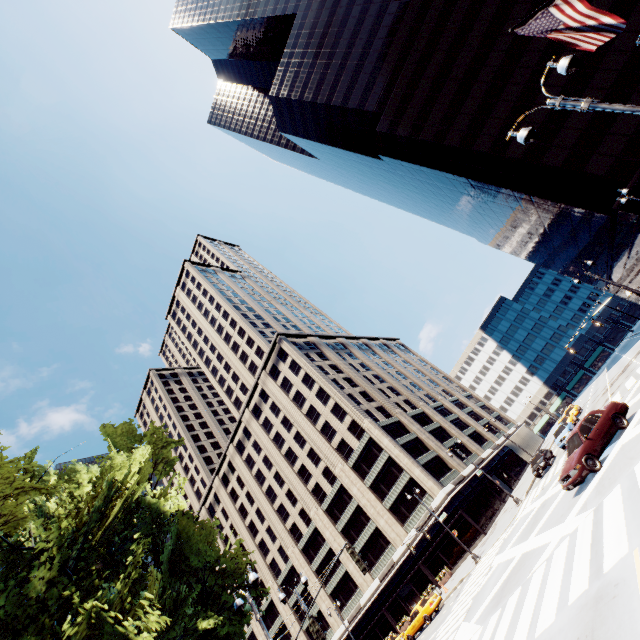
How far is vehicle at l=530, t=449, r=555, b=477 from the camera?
30.3 meters

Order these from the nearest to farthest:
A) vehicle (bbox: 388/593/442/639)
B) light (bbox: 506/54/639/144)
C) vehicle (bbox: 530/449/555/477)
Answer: light (bbox: 506/54/639/144) < vehicle (bbox: 388/593/442/639) < vehicle (bbox: 530/449/555/477)

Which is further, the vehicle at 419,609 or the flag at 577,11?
the vehicle at 419,609

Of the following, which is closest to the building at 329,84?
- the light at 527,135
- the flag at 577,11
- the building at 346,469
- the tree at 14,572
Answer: the light at 527,135

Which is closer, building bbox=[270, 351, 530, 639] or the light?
the light

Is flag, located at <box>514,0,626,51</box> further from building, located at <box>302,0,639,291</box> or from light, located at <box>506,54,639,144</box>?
building, located at <box>302,0,639,291</box>

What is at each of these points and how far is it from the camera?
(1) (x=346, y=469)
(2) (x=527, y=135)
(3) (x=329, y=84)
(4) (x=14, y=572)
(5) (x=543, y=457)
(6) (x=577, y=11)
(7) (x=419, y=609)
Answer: (1) building, 50.5 meters
(2) light, 9.1 meters
(3) building, 55.5 meters
(4) tree, 11.9 meters
(5) vehicle, 31.2 meters
(6) flag, 7.8 meters
(7) vehicle, 28.2 meters

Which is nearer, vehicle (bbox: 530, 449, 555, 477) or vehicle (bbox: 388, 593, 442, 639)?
vehicle (bbox: 388, 593, 442, 639)
